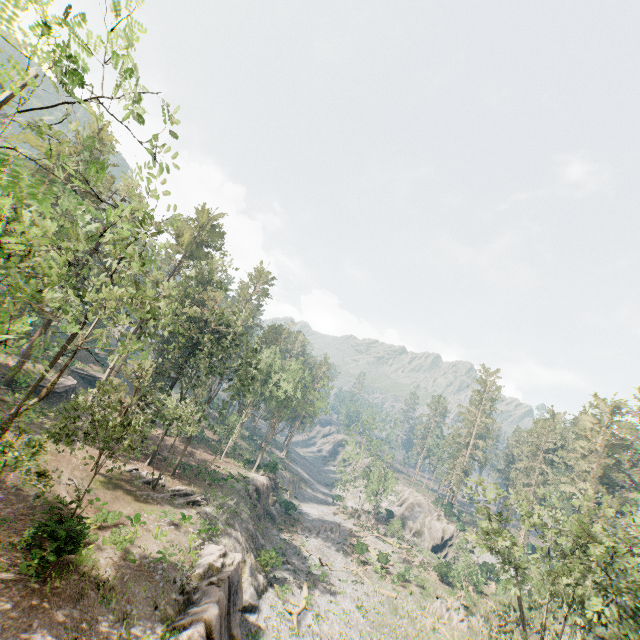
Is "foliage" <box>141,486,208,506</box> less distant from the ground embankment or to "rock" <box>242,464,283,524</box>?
the ground embankment

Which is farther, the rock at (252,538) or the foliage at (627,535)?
the foliage at (627,535)

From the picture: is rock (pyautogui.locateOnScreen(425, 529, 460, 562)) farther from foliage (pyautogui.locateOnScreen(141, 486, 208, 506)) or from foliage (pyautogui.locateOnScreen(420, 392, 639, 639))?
foliage (pyautogui.locateOnScreen(141, 486, 208, 506))

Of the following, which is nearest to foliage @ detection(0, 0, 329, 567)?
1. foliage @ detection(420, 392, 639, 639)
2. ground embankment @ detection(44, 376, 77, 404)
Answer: foliage @ detection(420, 392, 639, 639)

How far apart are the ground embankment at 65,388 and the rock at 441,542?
63.87m

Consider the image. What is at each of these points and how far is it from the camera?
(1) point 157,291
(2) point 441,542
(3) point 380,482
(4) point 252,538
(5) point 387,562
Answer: (1) foliage, 51.91m
(2) rock, 58.94m
(3) foliage, 58.41m
(4) rock, 33.94m
(5) foliage, 44.69m

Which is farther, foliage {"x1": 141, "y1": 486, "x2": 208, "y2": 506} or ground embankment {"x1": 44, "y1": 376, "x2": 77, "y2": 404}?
ground embankment {"x1": 44, "y1": 376, "x2": 77, "y2": 404}

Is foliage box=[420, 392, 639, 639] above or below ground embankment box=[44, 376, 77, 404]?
above
